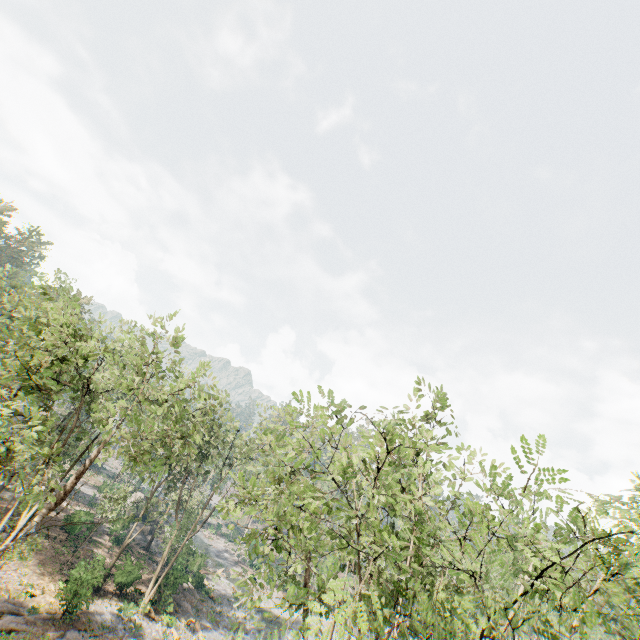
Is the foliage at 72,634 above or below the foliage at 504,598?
below

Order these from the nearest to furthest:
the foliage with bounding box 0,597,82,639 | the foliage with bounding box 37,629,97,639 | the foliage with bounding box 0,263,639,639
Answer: the foliage with bounding box 0,263,639,639 → the foliage with bounding box 0,597,82,639 → the foliage with bounding box 37,629,97,639

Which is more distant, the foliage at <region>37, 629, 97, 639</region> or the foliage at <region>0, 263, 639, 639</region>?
the foliage at <region>37, 629, 97, 639</region>

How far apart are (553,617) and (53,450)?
49.7 meters

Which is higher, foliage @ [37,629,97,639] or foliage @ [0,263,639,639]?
foliage @ [0,263,639,639]

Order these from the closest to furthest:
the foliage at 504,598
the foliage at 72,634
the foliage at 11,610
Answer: the foliage at 504,598 < the foliage at 11,610 < the foliage at 72,634
